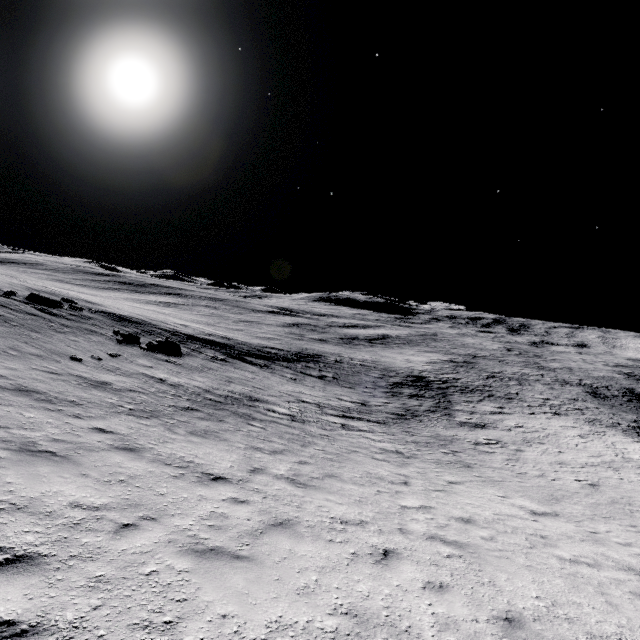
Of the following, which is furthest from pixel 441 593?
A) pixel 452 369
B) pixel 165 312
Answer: pixel 165 312
